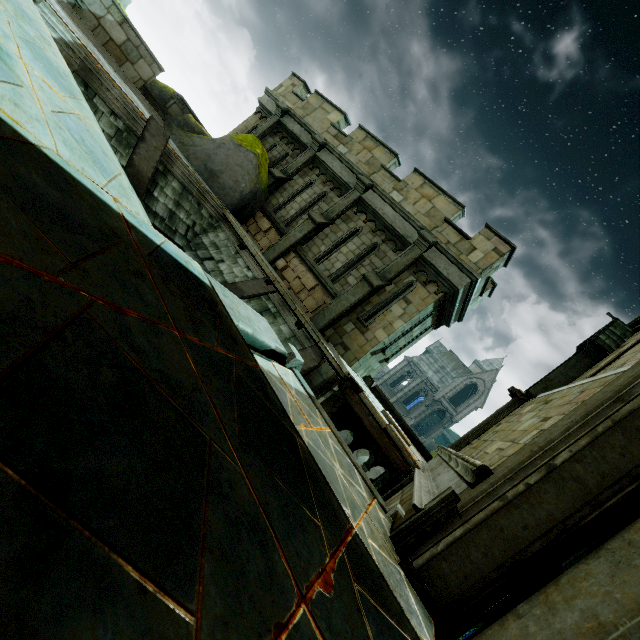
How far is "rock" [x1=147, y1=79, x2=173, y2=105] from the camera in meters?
11.5 m

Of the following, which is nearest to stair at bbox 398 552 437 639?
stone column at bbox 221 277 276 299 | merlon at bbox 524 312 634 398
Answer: stone column at bbox 221 277 276 299

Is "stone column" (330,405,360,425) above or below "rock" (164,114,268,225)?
below

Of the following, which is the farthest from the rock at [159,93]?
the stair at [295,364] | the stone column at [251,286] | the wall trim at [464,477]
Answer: the wall trim at [464,477]

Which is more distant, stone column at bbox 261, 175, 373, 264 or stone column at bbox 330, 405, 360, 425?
stone column at bbox 330, 405, 360, 425

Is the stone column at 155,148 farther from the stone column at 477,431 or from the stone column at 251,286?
the stone column at 477,431

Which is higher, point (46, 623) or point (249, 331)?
point (46, 623)

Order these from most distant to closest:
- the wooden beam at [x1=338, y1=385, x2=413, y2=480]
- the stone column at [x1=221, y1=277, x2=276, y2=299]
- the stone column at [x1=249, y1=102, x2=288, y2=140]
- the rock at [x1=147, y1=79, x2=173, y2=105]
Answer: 1. the stone column at [x1=249, y1=102, x2=288, y2=140]
2. the rock at [x1=147, y1=79, x2=173, y2=105]
3. the stone column at [x1=221, y1=277, x2=276, y2=299]
4. the wooden beam at [x1=338, y1=385, x2=413, y2=480]
